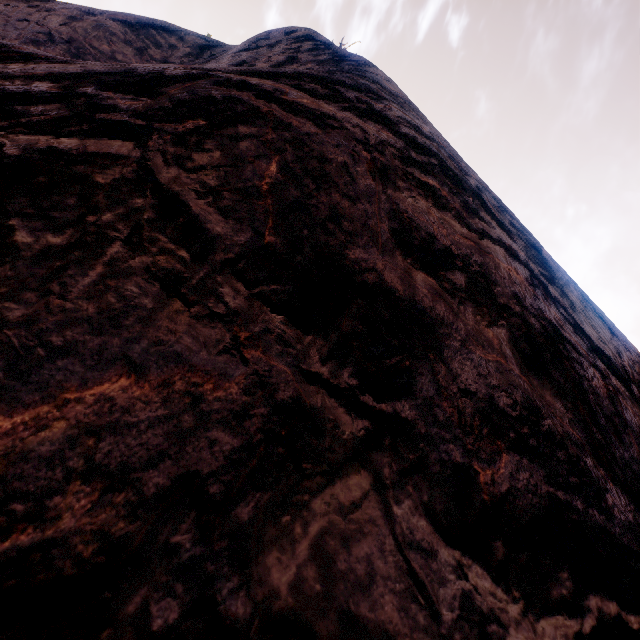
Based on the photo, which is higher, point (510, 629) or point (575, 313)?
point (575, 313)
